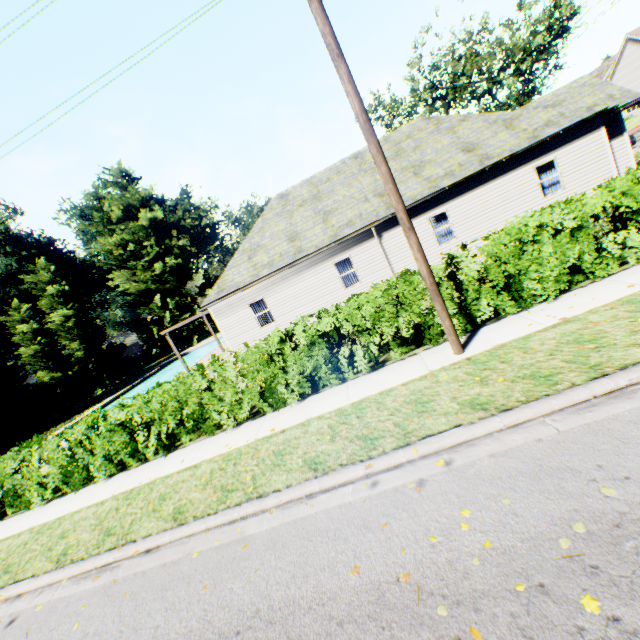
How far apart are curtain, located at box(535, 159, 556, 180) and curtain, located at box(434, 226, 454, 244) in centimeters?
404cm

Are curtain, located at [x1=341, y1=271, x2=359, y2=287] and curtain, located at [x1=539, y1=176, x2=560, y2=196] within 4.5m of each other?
no

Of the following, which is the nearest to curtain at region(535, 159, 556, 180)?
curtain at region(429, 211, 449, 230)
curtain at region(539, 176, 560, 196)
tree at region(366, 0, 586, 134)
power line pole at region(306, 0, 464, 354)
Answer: curtain at region(539, 176, 560, 196)

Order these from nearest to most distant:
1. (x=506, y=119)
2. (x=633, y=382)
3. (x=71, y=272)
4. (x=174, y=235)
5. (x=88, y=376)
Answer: (x=633, y=382) < (x=506, y=119) < (x=88, y=376) < (x=174, y=235) < (x=71, y=272)

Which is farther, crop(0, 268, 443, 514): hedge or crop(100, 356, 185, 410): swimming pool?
crop(100, 356, 185, 410): swimming pool

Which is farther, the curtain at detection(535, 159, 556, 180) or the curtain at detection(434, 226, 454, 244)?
the curtain at detection(434, 226, 454, 244)

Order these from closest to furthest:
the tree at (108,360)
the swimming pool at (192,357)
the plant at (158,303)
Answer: the tree at (108,360) → the swimming pool at (192,357) → the plant at (158,303)

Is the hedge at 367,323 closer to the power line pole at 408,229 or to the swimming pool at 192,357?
the power line pole at 408,229
